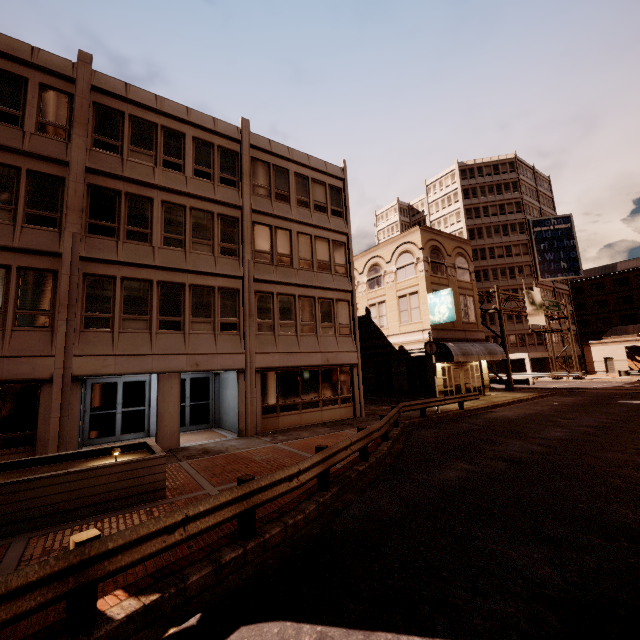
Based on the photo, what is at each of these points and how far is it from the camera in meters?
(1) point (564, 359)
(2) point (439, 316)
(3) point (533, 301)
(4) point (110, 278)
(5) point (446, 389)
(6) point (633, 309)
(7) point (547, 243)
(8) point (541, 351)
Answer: (1) building, 54.1 m
(2) sign, 22.9 m
(3) sign, 36.0 m
(4) building, 12.8 m
(5) building, 23.7 m
(6) building, 59.6 m
(7) sign, 52.7 m
(8) building, 50.6 m

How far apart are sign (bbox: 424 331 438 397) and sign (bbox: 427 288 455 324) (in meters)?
3.52

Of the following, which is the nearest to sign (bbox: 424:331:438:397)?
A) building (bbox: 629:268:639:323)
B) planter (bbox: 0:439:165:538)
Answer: planter (bbox: 0:439:165:538)

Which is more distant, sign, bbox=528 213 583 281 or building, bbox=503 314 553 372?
sign, bbox=528 213 583 281

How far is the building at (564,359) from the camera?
53.59m

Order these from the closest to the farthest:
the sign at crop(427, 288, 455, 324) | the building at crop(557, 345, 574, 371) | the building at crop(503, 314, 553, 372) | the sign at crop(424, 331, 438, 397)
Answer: the sign at crop(424, 331, 438, 397) → the sign at crop(427, 288, 455, 324) → the building at crop(503, 314, 553, 372) → the building at crop(557, 345, 574, 371)

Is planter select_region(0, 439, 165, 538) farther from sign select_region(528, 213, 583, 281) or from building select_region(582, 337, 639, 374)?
building select_region(582, 337, 639, 374)
